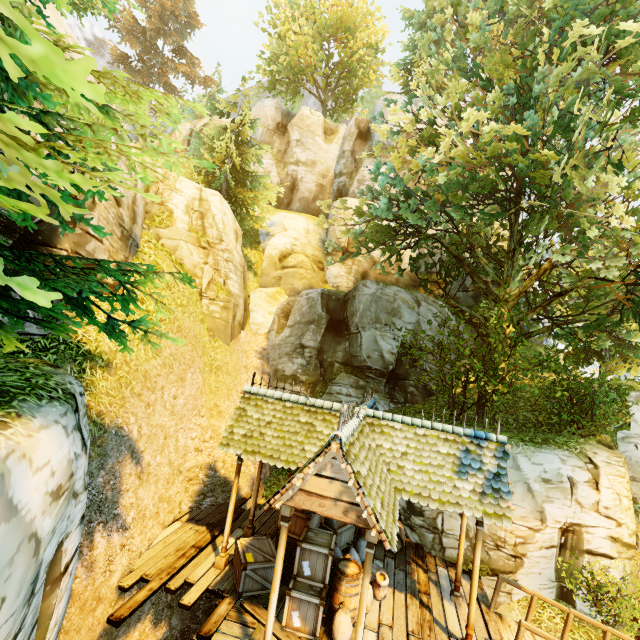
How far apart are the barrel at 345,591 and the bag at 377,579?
0.0 meters

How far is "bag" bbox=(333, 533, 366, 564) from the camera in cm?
861

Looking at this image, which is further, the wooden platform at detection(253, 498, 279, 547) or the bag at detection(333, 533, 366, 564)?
the wooden platform at detection(253, 498, 279, 547)

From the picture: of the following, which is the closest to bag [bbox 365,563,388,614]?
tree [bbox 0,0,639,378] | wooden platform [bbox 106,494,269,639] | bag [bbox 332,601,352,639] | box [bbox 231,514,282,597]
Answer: wooden platform [bbox 106,494,269,639]

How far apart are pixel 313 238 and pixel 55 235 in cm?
1881

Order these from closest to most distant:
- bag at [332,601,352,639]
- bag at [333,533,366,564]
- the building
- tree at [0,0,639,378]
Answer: tree at [0,0,639,378] < the building < bag at [332,601,352,639] < bag at [333,533,366,564]

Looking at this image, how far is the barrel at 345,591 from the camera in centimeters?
708cm

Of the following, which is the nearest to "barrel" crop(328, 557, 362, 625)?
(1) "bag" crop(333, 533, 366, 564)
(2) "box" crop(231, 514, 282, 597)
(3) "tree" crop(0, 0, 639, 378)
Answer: (1) "bag" crop(333, 533, 366, 564)
